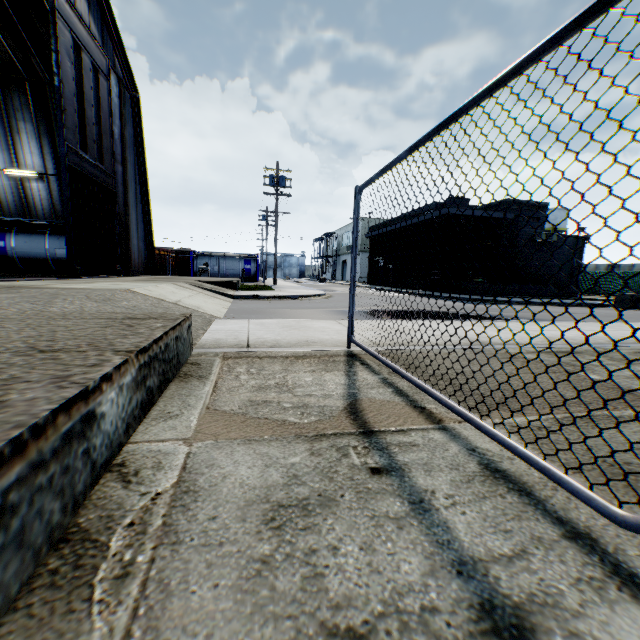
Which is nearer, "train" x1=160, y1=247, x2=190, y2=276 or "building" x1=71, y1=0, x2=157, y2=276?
"building" x1=71, y1=0, x2=157, y2=276

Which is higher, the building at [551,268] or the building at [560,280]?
the building at [551,268]

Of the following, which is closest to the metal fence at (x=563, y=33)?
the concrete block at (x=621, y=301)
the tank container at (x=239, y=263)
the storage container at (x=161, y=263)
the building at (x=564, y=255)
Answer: the building at (x=564, y=255)

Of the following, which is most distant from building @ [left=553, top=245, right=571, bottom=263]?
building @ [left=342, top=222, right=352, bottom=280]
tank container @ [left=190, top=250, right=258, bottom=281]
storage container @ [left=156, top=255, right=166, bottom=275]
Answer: storage container @ [left=156, top=255, right=166, bottom=275]

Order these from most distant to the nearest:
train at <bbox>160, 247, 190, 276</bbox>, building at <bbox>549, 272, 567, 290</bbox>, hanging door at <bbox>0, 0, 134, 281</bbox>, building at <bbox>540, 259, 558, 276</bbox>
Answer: train at <bbox>160, 247, 190, 276</bbox>, building at <bbox>540, 259, 558, 276</bbox>, building at <bbox>549, 272, 567, 290</bbox>, hanging door at <bbox>0, 0, 134, 281</bbox>

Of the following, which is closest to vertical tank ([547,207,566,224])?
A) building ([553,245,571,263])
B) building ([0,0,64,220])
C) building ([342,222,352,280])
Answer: building ([342,222,352,280])

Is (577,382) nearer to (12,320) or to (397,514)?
(397,514)

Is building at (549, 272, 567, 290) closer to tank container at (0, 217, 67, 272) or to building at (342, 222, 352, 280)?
building at (342, 222, 352, 280)
